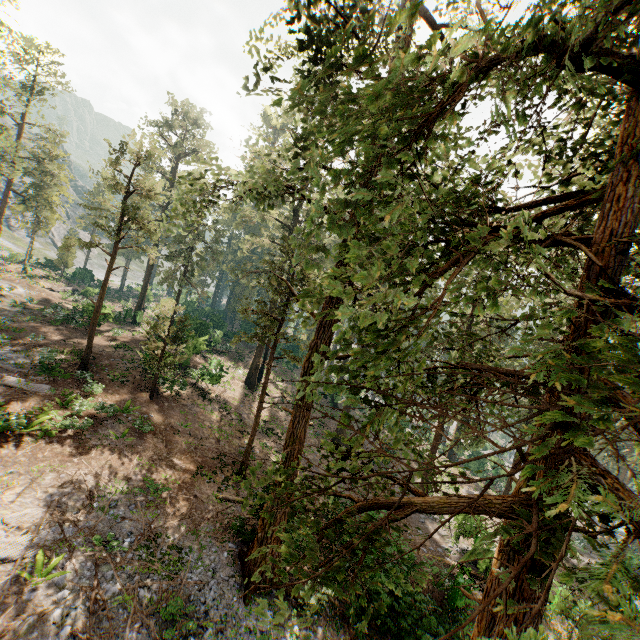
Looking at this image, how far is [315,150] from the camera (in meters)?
4.65

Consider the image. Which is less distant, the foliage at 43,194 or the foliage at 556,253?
the foliage at 556,253

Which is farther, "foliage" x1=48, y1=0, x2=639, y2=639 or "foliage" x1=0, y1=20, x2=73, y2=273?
"foliage" x1=0, y1=20, x2=73, y2=273
